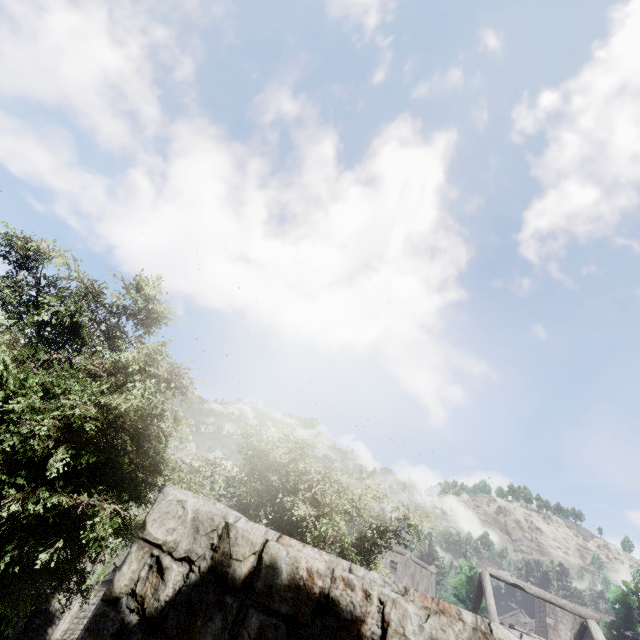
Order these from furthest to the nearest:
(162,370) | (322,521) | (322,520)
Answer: (322,520) < (322,521) < (162,370)
